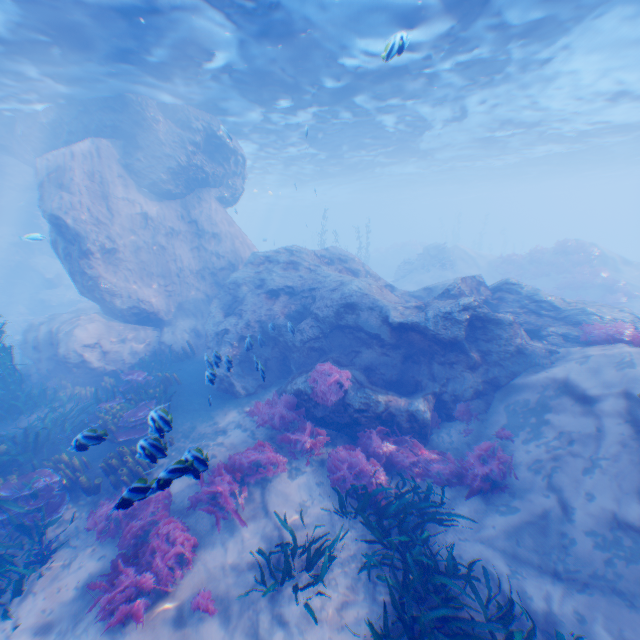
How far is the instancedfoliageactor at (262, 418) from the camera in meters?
8.6 m

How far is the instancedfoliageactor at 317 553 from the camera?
5.6 meters

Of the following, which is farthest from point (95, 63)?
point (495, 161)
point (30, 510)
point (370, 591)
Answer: point (495, 161)

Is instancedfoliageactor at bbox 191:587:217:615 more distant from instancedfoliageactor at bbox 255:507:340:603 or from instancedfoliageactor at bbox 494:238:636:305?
instancedfoliageactor at bbox 494:238:636:305

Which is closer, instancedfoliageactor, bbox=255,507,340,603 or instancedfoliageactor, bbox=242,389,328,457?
instancedfoliageactor, bbox=255,507,340,603

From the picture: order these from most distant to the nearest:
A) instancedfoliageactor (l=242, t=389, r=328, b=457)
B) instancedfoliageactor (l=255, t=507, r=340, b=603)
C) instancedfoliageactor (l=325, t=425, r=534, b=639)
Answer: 1. instancedfoliageactor (l=242, t=389, r=328, b=457)
2. instancedfoliageactor (l=255, t=507, r=340, b=603)
3. instancedfoliageactor (l=325, t=425, r=534, b=639)

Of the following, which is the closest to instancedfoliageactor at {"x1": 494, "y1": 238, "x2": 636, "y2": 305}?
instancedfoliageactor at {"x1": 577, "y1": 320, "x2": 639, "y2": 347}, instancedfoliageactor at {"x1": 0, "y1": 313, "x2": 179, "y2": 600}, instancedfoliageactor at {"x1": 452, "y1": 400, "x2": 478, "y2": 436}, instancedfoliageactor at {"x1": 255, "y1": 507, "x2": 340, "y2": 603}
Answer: instancedfoliageactor at {"x1": 577, "y1": 320, "x2": 639, "y2": 347}

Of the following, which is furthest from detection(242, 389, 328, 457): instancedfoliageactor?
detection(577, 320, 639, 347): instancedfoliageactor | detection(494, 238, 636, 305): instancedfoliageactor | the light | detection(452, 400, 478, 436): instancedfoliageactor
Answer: detection(494, 238, 636, 305): instancedfoliageactor
